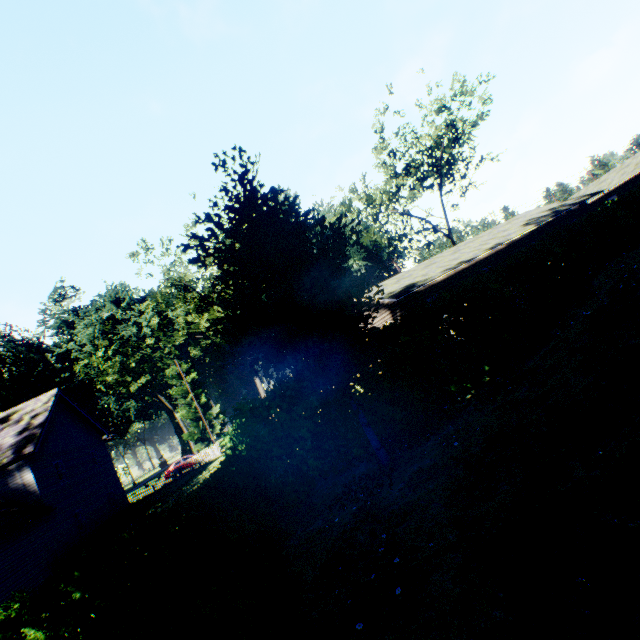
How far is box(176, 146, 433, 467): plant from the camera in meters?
7.5

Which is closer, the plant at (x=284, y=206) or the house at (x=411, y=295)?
the plant at (x=284, y=206)

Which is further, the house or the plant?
the house

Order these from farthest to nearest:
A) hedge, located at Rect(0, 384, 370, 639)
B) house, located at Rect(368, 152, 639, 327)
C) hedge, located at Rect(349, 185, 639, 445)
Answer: house, located at Rect(368, 152, 639, 327) < hedge, located at Rect(349, 185, 639, 445) < hedge, located at Rect(0, 384, 370, 639)

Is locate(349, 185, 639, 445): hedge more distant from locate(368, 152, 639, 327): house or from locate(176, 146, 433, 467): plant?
locate(368, 152, 639, 327): house

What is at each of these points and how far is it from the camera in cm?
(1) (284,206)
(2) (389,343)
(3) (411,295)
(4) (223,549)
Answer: (1) plant, 889
(2) hedge, 1009
(3) house, 2153
(4) hedge, 360

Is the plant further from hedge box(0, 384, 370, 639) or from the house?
the house

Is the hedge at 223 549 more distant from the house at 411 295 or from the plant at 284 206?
the house at 411 295
